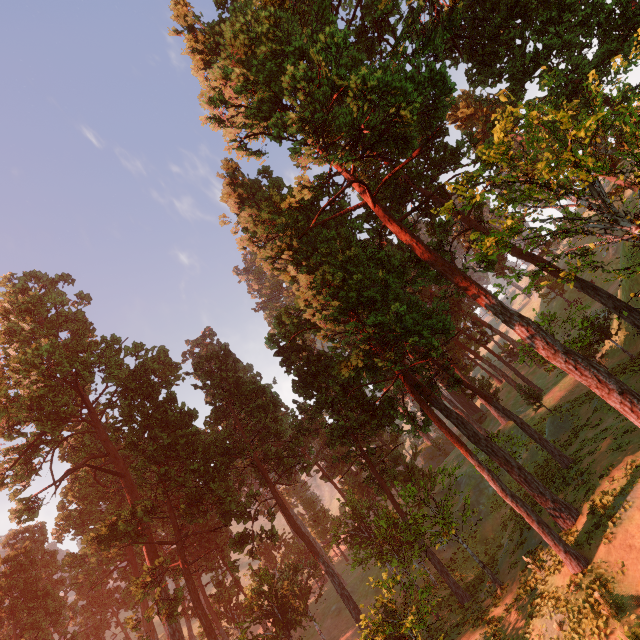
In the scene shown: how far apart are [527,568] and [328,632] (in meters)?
25.47
